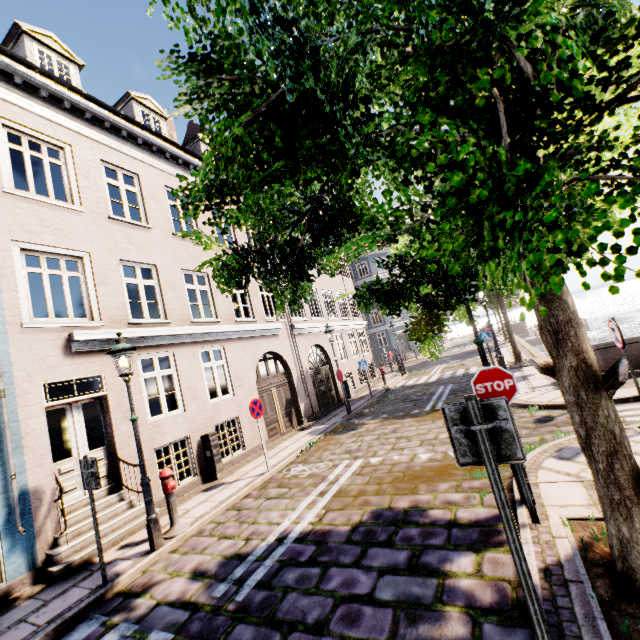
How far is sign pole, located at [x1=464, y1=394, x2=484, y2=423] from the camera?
2.50m

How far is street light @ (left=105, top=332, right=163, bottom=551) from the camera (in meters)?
5.71

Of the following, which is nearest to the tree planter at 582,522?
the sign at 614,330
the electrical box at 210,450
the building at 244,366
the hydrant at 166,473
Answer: the sign at 614,330

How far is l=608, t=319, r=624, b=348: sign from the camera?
5.5m

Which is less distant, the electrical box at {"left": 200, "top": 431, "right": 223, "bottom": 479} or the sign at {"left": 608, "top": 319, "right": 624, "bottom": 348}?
the sign at {"left": 608, "top": 319, "right": 624, "bottom": 348}

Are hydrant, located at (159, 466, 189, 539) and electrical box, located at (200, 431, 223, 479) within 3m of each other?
yes

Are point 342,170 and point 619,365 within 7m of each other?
yes

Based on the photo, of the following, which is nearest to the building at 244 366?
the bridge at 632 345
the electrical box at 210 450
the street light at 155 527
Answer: the bridge at 632 345
